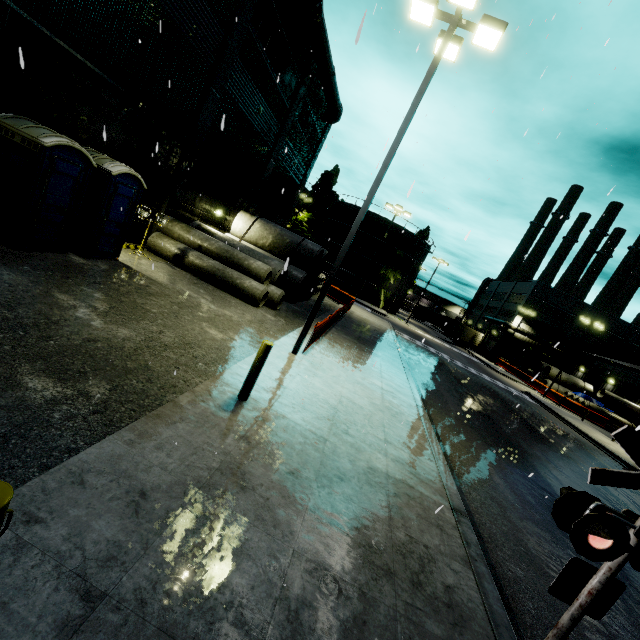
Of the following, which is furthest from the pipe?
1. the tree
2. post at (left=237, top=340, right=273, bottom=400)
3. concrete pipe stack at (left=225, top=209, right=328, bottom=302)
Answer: post at (left=237, top=340, right=273, bottom=400)

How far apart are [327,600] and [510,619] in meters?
3.0 m

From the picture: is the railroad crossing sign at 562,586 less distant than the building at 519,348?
Yes

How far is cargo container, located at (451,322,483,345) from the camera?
52.0 meters

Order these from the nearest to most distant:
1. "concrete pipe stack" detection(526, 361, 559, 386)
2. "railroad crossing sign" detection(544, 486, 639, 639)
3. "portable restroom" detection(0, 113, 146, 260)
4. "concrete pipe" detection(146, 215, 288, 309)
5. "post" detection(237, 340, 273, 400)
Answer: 1. "railroad crossing sign" detection(544, 486, 639, 639)
2. "post" detection(237, 340, 273, 400)
3. "portable restroom" detection(0, 113, 146, 260)
4. "concrete pipe" detection(146, 215, 288, 309)
5. "concrete pipe stack" detection(526, 361, 559, 386)

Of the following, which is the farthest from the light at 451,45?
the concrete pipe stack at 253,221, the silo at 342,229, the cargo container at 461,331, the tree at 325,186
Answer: the cargo container at 461,331

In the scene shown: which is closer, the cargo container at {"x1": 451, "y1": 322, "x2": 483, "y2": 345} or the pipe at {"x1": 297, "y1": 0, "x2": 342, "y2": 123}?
the pipe at {"x1": 297, "y1": 0, "x2": 342, "y2": 123}

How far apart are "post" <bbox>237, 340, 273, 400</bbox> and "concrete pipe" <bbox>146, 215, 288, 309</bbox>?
7.8 meters
